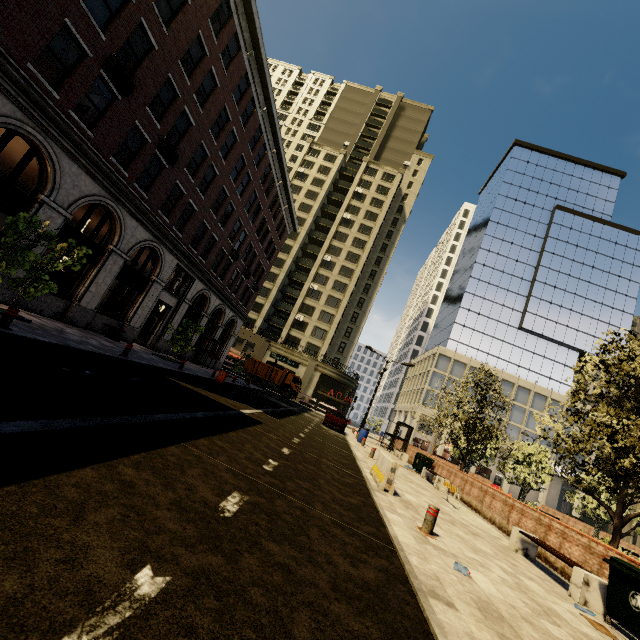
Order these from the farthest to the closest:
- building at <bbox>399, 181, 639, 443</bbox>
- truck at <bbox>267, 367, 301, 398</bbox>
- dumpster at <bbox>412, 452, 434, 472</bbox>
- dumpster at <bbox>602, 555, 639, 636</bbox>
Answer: building at <bbox>399, 181, 639, 443</bbox>, truck at <bbox>267, 367, 301, 398</bbox>, dumpster at <bbox>412, 452, 434, 472</bbox>, dumpster at <bbox>602, 555, 639, 636</bbox>

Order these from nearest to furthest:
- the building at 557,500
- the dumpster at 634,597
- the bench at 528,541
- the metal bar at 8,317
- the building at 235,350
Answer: the dumpster at 634,597, the bench at 528,541, the metal bar at 8,317, the building at 235,350, the building at 557,500

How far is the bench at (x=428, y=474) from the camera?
15.6m

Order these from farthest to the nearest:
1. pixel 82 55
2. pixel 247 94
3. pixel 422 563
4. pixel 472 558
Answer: pixel 247 94 → pixel 82 55 → pixel 472 558 → pixel 422 563

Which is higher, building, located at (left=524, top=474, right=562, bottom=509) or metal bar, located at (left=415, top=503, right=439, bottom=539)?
building, located at (left=524, top=474, right=562, bottom=509)

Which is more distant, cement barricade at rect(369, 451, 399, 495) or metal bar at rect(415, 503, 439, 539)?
cement barricade at rect(369, 451, 399, 495)

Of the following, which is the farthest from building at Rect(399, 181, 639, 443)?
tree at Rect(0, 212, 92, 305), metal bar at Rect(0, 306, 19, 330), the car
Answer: the car

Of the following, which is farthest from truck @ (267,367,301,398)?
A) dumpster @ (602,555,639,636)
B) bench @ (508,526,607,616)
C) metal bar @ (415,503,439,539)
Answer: dumpster @ (602,555,639,636)
